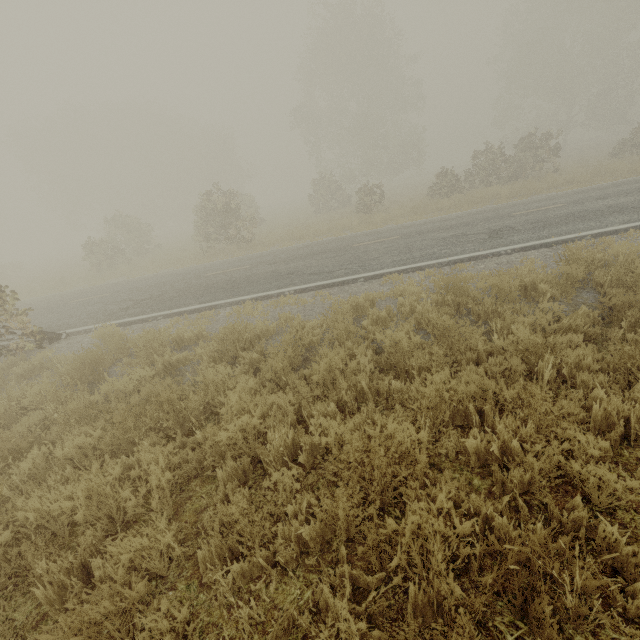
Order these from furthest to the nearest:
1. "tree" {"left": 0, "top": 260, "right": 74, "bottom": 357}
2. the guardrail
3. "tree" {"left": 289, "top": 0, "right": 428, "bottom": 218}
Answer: "tree" {"left": 289, "top": 0, "right": 428, "bottom": 218} < the guardrail < "tree" {"left": 0, "top": 260, "right": 74, "bottom": 357}

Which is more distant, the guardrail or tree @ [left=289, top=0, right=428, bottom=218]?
tree @ [left=289, top=0, right=428, bottom=218]

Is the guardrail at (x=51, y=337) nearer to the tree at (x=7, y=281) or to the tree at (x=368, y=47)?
the tree at (x=7, y=281)

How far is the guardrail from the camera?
9.1m

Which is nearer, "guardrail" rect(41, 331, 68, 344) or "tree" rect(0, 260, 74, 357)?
"tree" rect(0, 260, 74, 357)

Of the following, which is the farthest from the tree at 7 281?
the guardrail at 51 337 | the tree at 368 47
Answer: the tree at 368 47

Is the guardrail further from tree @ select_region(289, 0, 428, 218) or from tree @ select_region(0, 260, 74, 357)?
tree @ select_region(289, 0, 428, 218)

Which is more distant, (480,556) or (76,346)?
(76,346)
